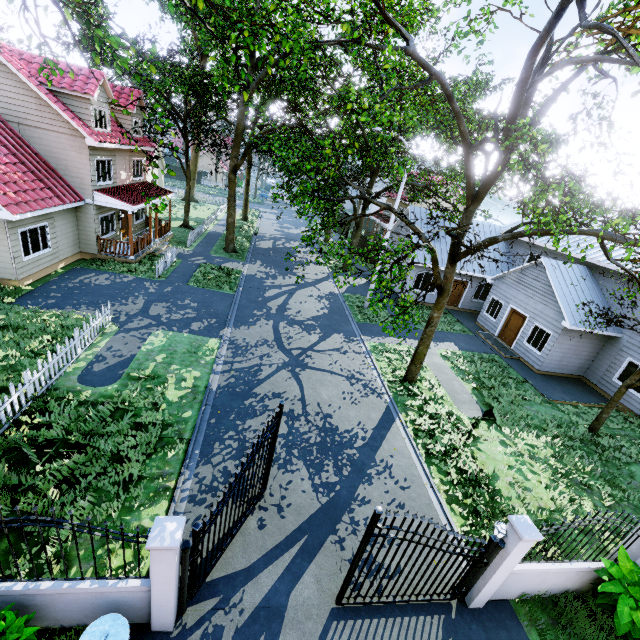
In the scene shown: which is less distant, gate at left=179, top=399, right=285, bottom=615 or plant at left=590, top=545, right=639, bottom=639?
gate at left=179, top=399, right=285, bottom=615

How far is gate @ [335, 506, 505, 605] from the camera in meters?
5.4

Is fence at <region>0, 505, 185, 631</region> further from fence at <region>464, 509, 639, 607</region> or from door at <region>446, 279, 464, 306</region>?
door at <region>446, 279, 464, 306</region>

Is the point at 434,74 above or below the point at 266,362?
→ above

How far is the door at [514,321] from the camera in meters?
19.0 m

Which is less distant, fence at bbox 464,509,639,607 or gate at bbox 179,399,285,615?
gate at bbox 179,399,285,615

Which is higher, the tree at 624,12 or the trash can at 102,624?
the tree at 624,12

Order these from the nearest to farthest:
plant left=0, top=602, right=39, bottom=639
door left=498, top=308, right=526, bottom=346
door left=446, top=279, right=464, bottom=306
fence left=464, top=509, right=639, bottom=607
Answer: plant left=0, top=602, right=39, bottom=639, fence left=464, top=509, right=639, bottom=607, door left=498, top=308, right=526, bottom=346, door left=446, top=279, right=464, bottom=306
